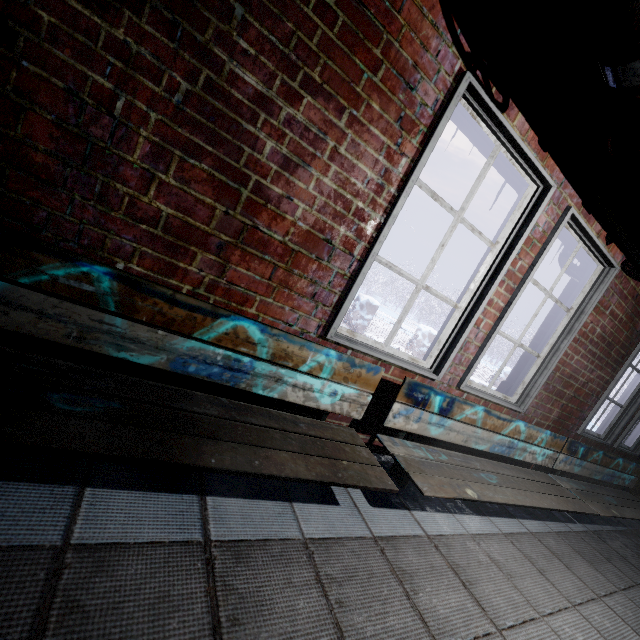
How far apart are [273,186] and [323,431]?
1.1m

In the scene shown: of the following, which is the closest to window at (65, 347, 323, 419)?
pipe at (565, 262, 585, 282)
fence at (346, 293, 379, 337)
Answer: pipe at (565, 262, 585, 282)

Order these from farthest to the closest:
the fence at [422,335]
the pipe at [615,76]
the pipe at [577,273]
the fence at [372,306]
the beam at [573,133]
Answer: the fence at [422,335] → the fence at [372,306] → the pipe at [577,273] → the beam at [573,133] → the pipe at [615,76]

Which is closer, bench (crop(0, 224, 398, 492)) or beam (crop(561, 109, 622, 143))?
bench (crop(0, 224, 398, 492))

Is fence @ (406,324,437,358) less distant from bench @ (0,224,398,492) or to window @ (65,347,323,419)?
window @ (65,347,323,419)

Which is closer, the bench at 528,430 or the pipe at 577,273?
the bench at 528,430

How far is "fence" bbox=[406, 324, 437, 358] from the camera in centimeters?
870cm

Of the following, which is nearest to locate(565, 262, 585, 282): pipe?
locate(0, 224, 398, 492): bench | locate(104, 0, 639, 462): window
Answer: locate(104, 0, 639, 462): window
